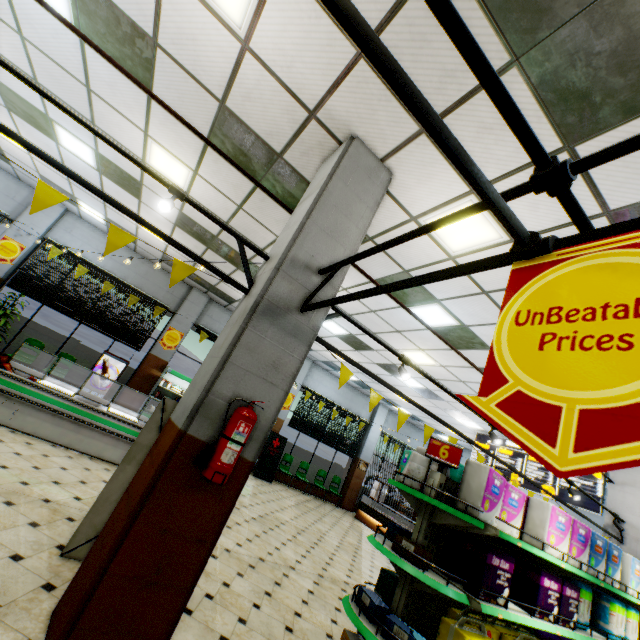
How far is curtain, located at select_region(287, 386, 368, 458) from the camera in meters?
13.8

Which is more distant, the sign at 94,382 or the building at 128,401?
the building at 128,401

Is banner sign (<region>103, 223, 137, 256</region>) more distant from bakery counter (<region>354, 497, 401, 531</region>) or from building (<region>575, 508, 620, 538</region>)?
bakery counter (<region>354, 497, 401, 531</region>)

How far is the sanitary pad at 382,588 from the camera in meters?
3.3 m

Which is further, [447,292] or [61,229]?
[61,229]

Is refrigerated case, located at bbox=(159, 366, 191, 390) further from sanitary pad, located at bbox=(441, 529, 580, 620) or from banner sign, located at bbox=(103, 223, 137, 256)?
sanitary pad, located at bbox=(441, 529, 580, 620)

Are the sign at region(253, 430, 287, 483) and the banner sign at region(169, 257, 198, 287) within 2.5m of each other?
no

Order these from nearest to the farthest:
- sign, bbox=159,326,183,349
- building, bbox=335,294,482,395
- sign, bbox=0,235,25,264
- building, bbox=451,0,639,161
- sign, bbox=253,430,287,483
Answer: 1. building, bbox=451,0,639,161
2. building, bbox=335,294,482,395
3. sign, bbox=0,235,25,264
4. sign, bbox=159,326,183,349
5. sign, bbox=253,430,287,483
